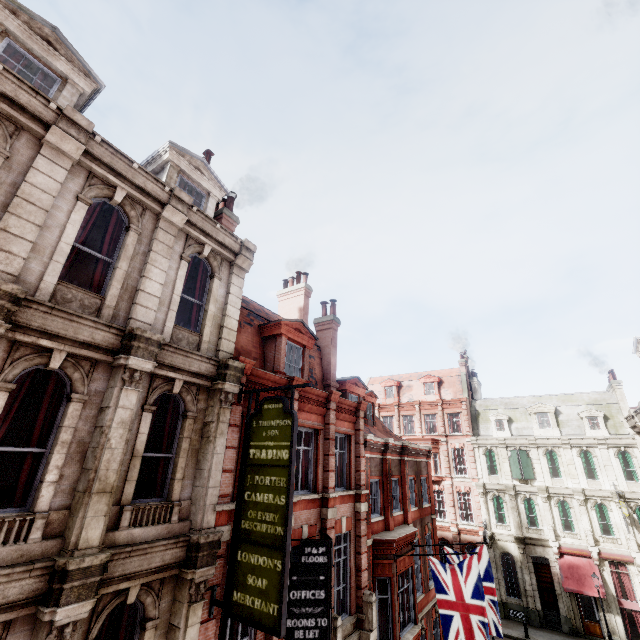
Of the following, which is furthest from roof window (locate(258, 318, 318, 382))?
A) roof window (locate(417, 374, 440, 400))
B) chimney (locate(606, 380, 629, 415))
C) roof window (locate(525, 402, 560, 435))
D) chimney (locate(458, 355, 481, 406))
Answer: chimney (locate(606, 380, 629, 415))

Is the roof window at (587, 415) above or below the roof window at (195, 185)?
below

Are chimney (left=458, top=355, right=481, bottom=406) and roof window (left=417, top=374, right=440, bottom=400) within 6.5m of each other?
yes

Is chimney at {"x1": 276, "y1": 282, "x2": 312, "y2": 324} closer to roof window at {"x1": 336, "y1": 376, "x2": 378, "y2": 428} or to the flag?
roof window at {"x1": 336, "y1": 376, "x2": 378, "y2": 428}

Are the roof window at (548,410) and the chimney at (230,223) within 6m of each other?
no

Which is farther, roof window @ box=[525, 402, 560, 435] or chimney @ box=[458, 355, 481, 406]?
chimney @ box=[458, 355, 481, 406]

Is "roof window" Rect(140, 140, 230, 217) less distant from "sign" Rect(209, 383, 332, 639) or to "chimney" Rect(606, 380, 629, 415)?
"sign" Rect(209, 383, 332, 639)

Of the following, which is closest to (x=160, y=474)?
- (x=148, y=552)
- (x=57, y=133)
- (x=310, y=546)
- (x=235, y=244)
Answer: (x=148, y=552)
